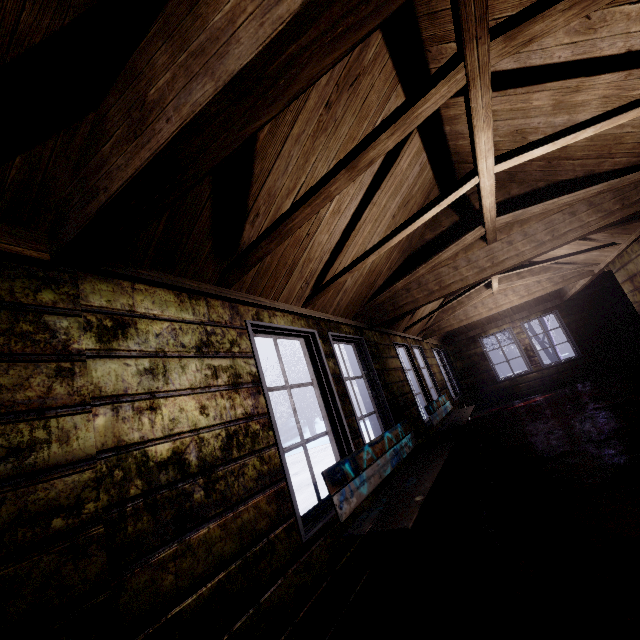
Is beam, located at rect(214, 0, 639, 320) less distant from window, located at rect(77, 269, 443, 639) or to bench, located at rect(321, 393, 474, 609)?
window, located at rect(77, 269, 443, 639)

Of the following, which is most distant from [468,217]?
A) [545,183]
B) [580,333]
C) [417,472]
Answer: [580,333]

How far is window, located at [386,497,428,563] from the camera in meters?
2.4

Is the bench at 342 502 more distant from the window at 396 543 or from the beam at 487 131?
the beam at 487 131

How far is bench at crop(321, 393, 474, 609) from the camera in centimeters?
188cm

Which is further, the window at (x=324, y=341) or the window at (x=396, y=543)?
the window at (x=396, y=543)

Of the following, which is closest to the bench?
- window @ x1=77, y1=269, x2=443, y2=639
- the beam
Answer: window @ x1=77, y1=269, x2=443, y2=639
